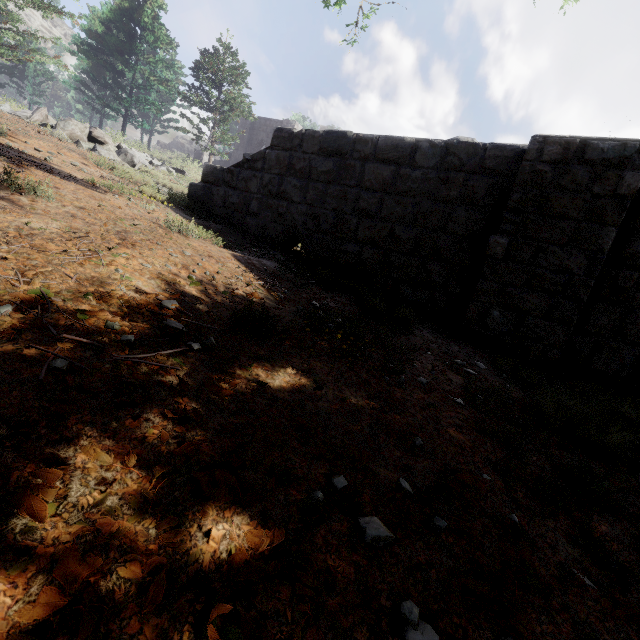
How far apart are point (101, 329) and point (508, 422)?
3.0m

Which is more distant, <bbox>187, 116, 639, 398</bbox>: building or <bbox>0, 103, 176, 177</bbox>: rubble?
<bbox>0, 103, 176, 177</bbox>: rubble

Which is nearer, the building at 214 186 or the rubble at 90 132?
the building at 214 186
